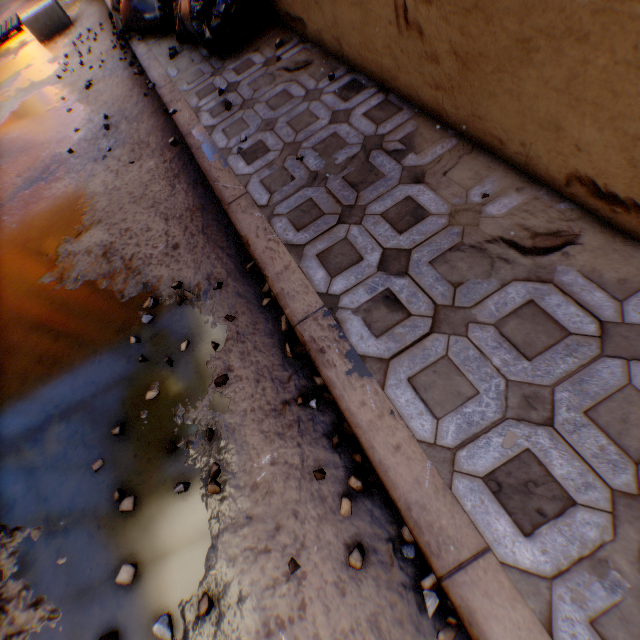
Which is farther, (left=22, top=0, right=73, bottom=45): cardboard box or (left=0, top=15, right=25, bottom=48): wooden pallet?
(left=0, top=15, right=25, bottom=48): wooden pallet

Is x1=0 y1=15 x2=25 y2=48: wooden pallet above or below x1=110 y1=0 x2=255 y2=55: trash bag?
below

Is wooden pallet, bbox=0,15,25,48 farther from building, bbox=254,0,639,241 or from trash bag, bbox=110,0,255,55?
trash bag, bbox=110,0,255,55

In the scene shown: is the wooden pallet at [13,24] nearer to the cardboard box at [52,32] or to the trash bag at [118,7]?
the cardboard box at [52,32]

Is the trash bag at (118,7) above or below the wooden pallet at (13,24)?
above

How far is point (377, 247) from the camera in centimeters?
167cm

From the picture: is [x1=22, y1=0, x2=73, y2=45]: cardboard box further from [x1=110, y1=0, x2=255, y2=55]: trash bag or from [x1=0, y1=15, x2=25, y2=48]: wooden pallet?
[x1=110, y1=0, x2=255, y2=55]: trash bag

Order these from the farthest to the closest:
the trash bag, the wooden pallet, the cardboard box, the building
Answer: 1. the wooden pallet
2. the cardboard box
3. the trash bag
4. the building
